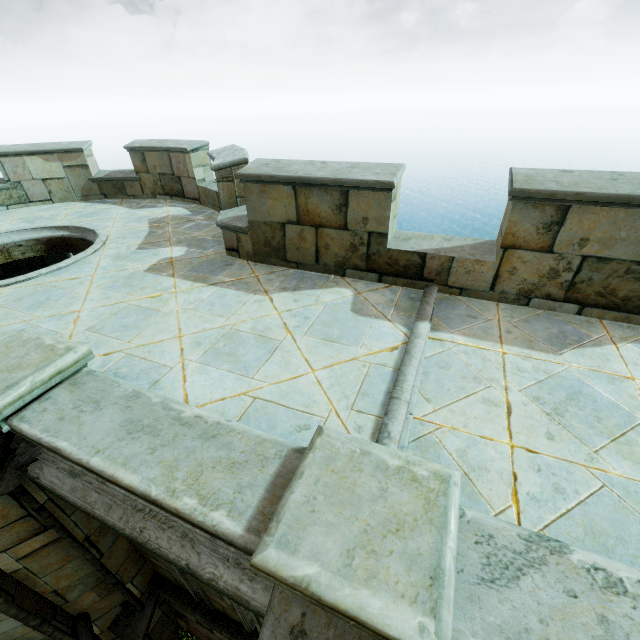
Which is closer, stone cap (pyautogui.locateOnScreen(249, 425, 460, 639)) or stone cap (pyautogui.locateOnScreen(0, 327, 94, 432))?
stone cap (pyautogui.locateOnScreen(249, 425, 460, 639))

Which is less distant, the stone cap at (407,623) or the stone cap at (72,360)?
the stone cap at (407,623)

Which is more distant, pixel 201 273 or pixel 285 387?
A: pixel 201 273
